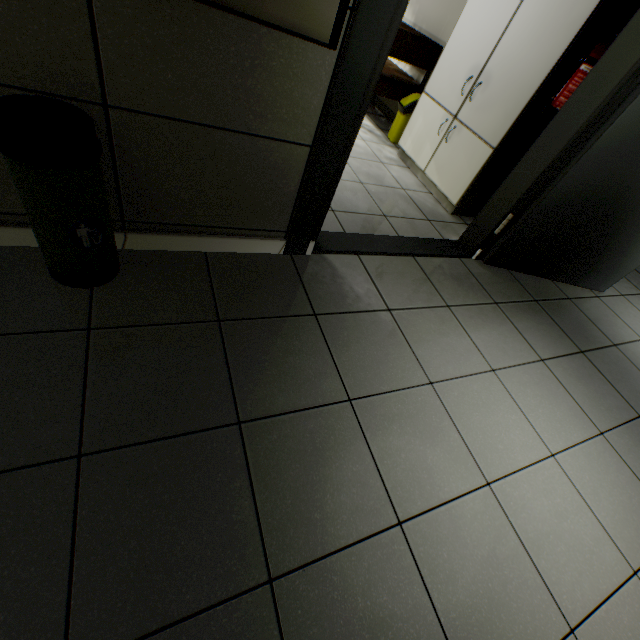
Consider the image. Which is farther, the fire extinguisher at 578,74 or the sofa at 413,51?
the sofa at 413,51

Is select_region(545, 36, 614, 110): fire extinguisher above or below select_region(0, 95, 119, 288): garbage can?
Answer: above

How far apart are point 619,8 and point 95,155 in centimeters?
321cm

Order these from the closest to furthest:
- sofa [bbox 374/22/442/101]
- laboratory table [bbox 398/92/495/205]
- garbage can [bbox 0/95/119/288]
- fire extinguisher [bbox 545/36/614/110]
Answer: garbage can [bbox 0/95/119/288]
fire extinguisher [bbox 545/36/614/110]
laboratory table [bbox 398/92/495/205]
sofa [bbox 374/22/442/101]

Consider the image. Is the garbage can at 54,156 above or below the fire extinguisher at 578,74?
below

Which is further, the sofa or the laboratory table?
the sofa

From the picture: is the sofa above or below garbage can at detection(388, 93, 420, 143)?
above

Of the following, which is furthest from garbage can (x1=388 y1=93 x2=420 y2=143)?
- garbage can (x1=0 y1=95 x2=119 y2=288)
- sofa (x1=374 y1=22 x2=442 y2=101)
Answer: garbage can (x1=0 y1=95 x2=119 y2=288)
